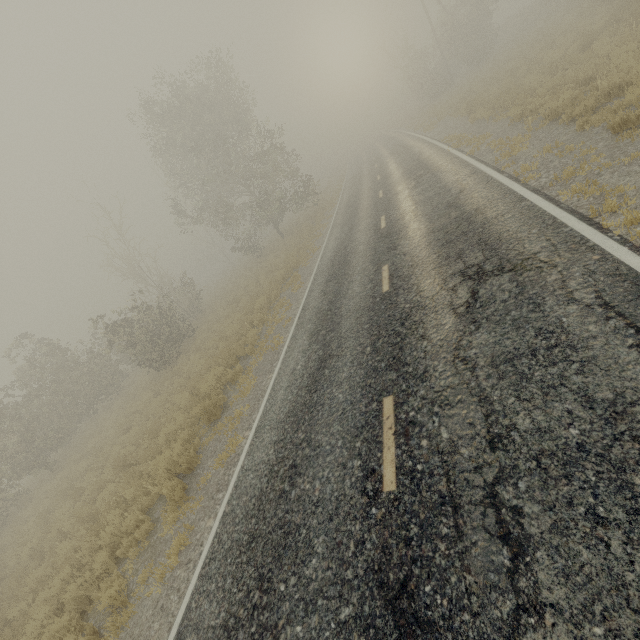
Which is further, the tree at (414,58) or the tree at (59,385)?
the tree at (414,58)

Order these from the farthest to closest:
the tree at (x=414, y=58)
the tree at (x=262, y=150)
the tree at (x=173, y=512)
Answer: the tree at (x=414, y=58) → the tree at (x=262, y=150) → the tree at (x=173, y=512)

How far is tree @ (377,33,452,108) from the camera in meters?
32.7

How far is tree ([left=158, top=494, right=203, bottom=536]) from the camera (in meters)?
6.78

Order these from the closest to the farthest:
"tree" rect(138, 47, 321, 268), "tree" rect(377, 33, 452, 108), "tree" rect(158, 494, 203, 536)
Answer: "tree" rect(158, 494, 203, 536), "tree" rect(138, 47, 321, 268), "tree" rect(377, 33, 452, 108)

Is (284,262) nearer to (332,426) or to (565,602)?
(332,426)

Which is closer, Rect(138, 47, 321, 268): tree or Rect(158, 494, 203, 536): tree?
Rect(158, 494, 203, 536): tree
